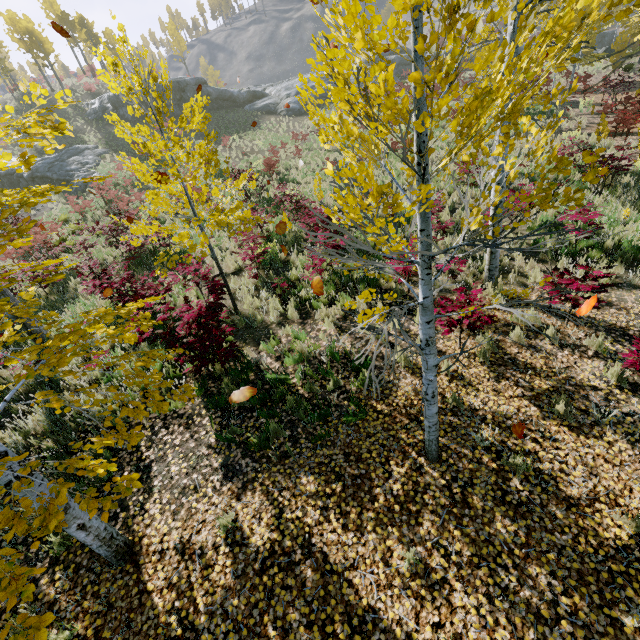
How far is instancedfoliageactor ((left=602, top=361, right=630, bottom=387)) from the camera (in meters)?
4.86

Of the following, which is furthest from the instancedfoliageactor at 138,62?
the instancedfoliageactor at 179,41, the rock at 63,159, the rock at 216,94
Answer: the instancedfoliageactor at 179,41

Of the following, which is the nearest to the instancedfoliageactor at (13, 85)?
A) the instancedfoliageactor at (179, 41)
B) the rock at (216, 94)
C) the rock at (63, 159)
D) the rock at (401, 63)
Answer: the rock at (401, 63)

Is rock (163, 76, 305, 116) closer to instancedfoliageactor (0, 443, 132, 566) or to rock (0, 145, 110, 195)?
rock (0, 145, 110, 195)

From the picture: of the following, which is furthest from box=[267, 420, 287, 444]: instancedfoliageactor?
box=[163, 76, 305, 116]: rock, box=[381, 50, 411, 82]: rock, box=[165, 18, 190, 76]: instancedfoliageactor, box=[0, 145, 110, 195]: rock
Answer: box=[165, 18, 190, 76]: instancedfoliageactor

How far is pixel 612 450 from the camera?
4.24m

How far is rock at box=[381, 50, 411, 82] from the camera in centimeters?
3776cm

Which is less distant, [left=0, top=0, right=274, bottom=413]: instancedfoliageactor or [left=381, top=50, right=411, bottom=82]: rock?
[left=0, top=0, right=274, bottom=413]: instancedfoliageactor
